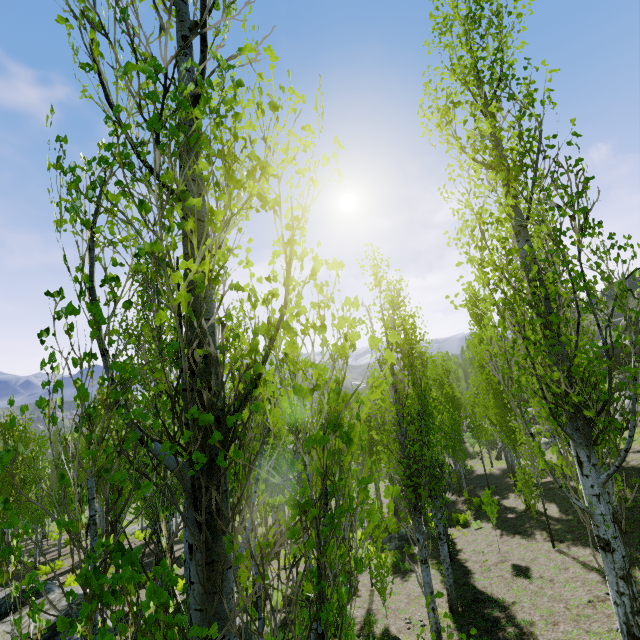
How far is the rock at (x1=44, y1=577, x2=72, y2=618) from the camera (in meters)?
10.43

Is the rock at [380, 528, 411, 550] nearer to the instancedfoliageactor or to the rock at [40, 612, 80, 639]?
the instancedfoliageactor

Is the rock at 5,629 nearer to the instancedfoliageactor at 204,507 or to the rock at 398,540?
the instancedfoliageactor at 204,507

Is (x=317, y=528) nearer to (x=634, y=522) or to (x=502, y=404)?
(x=634, y=522)

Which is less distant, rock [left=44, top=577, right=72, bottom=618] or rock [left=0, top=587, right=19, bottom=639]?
rock [left=0, top=587, right=19, bottom=639]

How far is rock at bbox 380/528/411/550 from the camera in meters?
16.8

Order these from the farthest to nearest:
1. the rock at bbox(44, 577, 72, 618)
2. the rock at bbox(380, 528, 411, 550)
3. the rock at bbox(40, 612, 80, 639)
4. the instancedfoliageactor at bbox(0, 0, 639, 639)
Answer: the rock at bbox(380, 528, 411, 550)
the rock at bbox(44, 577, 72, 618)
the rock at bbox(40, 612, 80, 639)
the instancedfoliageactor at bbox(0, 0, 639, 639)

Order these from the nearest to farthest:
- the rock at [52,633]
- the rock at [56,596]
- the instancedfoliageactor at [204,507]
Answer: the instancedfoliageactor at [204,507] → the rock at [52,633] → the rock at [56,596]
